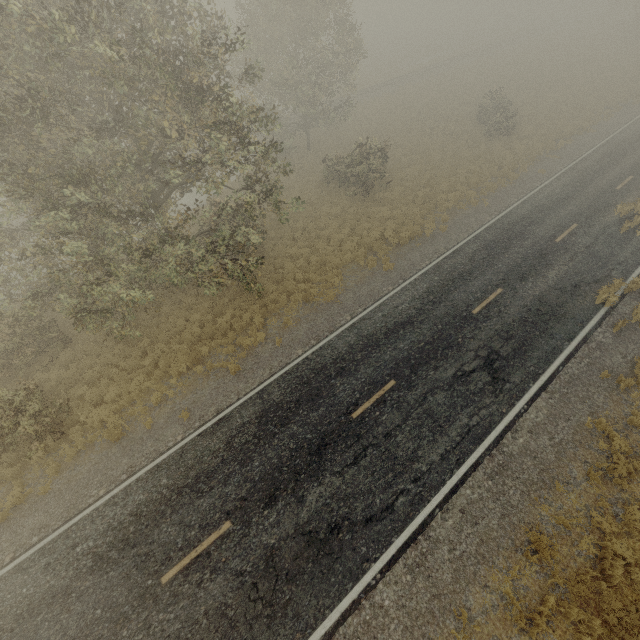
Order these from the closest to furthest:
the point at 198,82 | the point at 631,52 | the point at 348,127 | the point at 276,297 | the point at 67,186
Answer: the point at 67,186 → the point at 198,82 → the point at 276,297 → the point at 348,127 → the point at 631,52
